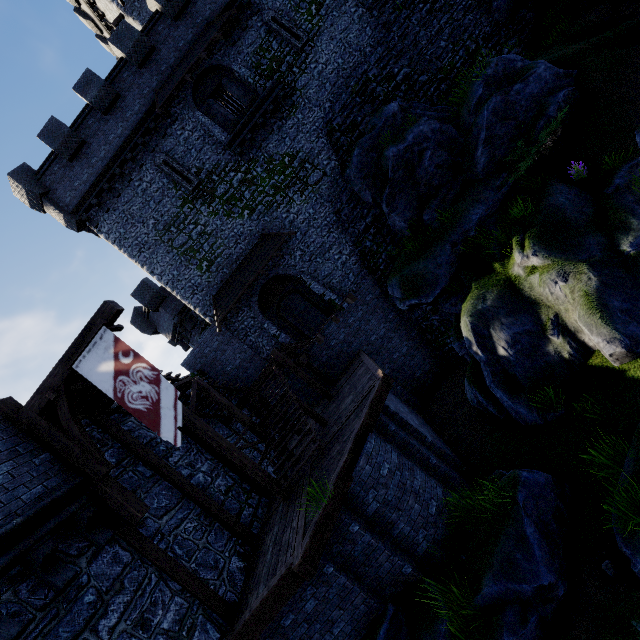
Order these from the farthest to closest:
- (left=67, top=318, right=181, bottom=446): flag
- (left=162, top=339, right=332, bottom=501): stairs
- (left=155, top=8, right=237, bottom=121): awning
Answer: (left=155, top=8, right=237, bottom=121): awning < (left=162, top=339, right=332, bottom=501): stairs < (left=67, top=318, right=181, bottom=446): flag

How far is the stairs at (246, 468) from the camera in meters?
9.0 m

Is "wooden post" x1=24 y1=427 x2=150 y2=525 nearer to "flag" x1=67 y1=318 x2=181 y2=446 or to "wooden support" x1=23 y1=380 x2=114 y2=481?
"wooden support" x1=23 y1=380 x2=114 y2=481

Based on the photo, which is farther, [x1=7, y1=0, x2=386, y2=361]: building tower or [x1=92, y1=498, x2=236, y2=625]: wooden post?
[x1=7, y1=0, x2=386, y2=361]: building tower

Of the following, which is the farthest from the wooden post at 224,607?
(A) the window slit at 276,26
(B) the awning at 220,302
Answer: (A) the window slit at 276,26

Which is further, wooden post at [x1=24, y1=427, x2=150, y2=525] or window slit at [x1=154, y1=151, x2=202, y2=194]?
window slit at [x1=154, y1=151, x2=202, y2=194]

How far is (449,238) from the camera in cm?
1170

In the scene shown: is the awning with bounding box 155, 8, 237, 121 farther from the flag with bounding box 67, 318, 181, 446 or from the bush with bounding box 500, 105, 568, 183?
the bush with bounding box 500, 105, 568, 183
